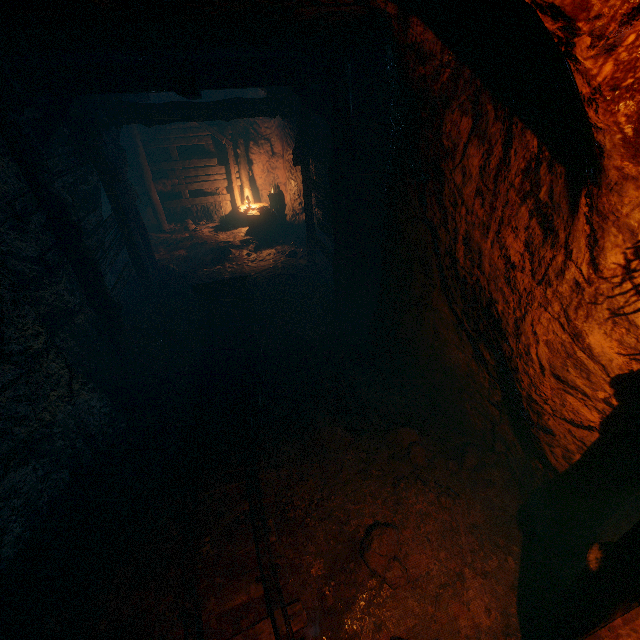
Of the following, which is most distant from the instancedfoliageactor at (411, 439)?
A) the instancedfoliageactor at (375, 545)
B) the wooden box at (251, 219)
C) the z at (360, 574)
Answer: the wooden box at (251, 219)

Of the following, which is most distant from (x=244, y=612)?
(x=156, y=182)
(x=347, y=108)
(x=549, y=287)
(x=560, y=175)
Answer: (x=156, y=182)

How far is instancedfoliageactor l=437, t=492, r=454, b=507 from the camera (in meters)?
3.57

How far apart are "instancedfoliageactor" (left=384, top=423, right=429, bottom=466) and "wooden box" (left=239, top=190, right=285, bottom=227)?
9.5m

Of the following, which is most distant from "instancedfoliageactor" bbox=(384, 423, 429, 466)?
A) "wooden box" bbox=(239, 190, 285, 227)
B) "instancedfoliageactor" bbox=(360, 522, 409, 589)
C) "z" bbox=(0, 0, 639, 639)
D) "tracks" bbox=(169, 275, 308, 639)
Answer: "wooden box" bbox=(239, 190, 285, 227)

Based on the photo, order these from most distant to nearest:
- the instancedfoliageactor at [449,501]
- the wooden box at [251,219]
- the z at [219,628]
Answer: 1. the wooden box at [251,219]
2. the instancedfoliageactor at [449,501]
3. the z at [219,628]

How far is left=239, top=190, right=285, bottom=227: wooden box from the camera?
11.9 meters

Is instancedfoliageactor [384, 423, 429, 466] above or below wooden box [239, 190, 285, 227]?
below
